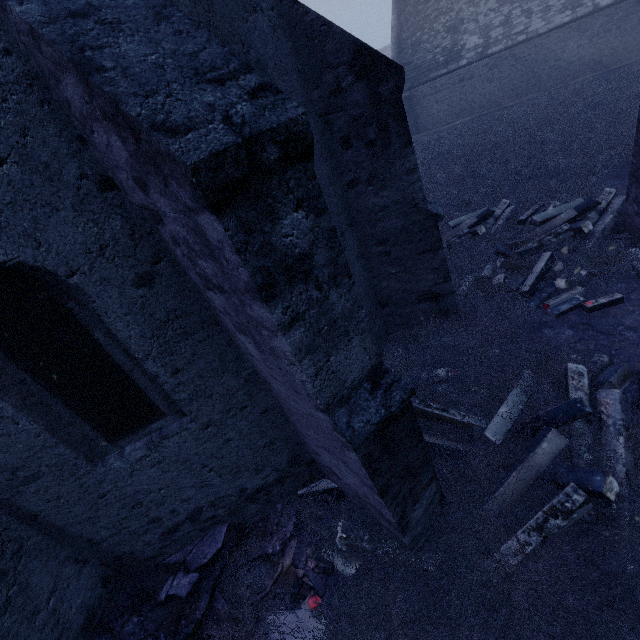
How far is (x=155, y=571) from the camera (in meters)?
3.80

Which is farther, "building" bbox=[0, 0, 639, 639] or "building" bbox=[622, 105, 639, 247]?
"building" bbox=[622, 105, 639, 247]

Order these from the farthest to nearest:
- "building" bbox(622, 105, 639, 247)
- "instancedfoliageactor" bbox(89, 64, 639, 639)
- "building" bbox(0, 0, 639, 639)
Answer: "building" bbox(622, 105, 639, 247)
"instancedfoliageactor" bbox(89, 64, 639, 639)
"building" bbox(0, 0, 639, 639)

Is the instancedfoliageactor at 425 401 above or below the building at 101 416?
below

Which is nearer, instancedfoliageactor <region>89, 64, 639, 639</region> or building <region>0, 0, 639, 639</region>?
building <region>0, 0, 639, 639</region>

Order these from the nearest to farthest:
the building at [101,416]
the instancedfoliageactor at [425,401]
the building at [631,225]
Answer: the building at [101,416]
the instancedfoliageactor at [425,401]
the building at [631,225]

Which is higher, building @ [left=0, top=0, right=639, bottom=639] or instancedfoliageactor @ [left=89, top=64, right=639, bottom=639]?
building @ [left=0, top=0, right=639, bottom=639]
